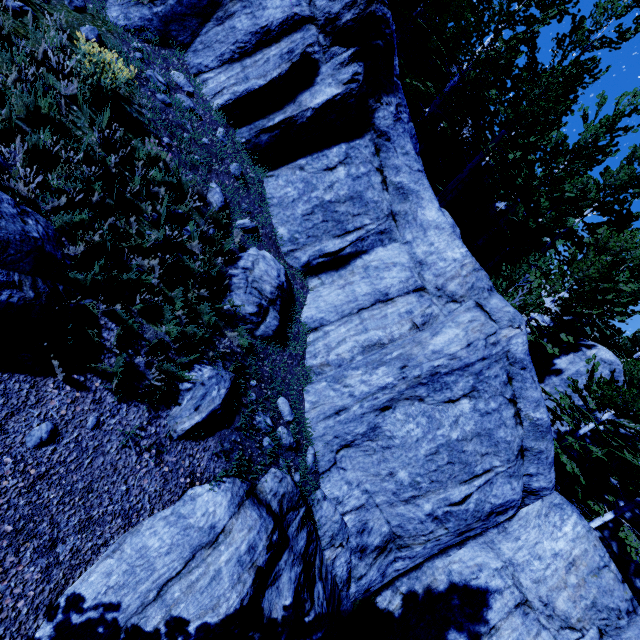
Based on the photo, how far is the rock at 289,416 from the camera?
6.07m

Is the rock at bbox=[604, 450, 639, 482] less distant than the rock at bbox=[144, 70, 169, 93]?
No

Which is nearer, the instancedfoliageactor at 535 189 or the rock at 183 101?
the rock at 183 101

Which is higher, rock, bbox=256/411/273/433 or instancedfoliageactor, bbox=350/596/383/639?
rock, bbox=256/411/273/433

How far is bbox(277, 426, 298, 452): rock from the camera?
5.9m

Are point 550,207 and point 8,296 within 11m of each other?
no

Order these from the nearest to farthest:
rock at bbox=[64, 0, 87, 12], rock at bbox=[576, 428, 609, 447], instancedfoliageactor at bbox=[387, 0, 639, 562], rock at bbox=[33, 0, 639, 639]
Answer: rock at bbox=[33, 0, 639, 639], rock at bbox=[64, 0, 87, 12], instancedfoliageactor at bbox=[387, 0, 639, 562], rock at bbox=[576, 428, 609, 447]
